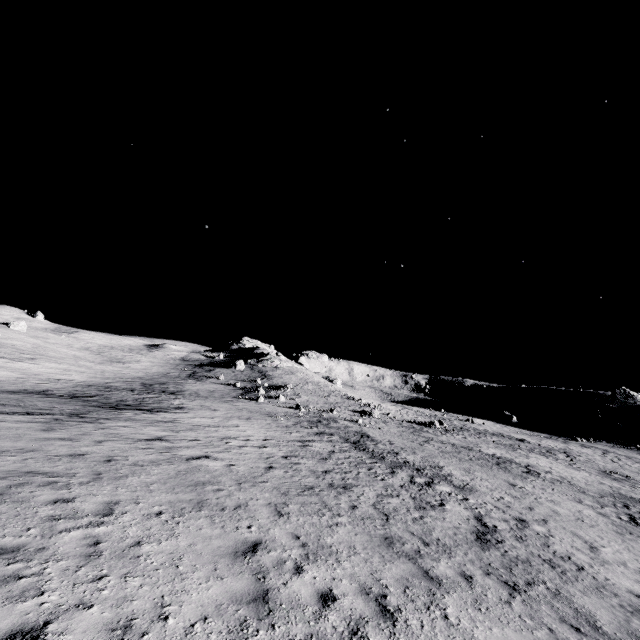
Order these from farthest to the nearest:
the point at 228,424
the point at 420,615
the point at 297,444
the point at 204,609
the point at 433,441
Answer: the point at 433,441 → the point at 228,424 → the point at 297,444 → the point at 420,615 → the point at 204,609
